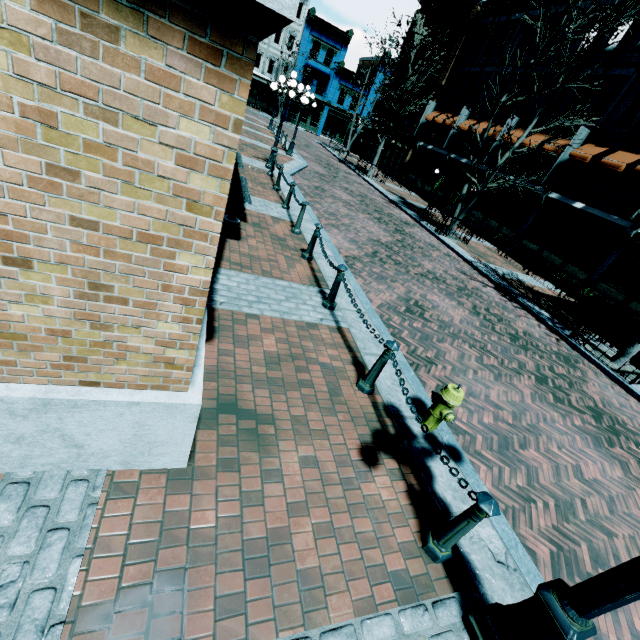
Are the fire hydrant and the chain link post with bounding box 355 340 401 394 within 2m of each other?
yes

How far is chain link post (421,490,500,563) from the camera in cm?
259

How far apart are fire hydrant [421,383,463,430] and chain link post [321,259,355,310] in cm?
235

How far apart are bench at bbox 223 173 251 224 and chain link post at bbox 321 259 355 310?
2.5m

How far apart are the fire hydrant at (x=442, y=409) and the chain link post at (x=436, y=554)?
1.3m

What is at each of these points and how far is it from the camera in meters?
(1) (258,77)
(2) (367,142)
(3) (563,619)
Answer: (1) building, 38.8
(2) building, 37.9
(3) light, 2.1

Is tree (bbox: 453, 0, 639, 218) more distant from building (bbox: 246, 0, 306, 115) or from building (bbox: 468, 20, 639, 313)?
building (bbox: 246, 0, 306, 115)

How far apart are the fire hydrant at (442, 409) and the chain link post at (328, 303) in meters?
2.4
